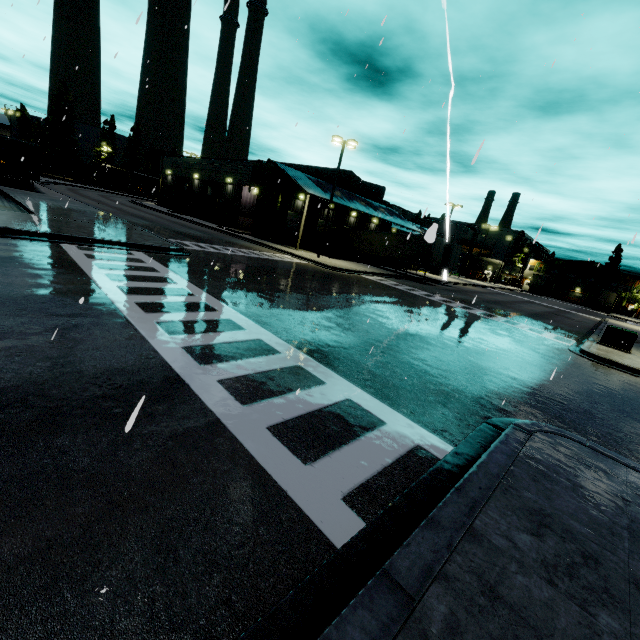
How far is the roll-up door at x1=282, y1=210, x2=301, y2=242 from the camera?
37.1m

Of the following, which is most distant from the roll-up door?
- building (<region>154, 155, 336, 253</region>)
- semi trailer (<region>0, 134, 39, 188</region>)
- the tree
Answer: semi trailer (<region>0, 134, 39, 188</region>)

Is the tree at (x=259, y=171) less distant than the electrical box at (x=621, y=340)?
No

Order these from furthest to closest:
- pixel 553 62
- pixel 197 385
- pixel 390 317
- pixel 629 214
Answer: pixel 390 317 → pixel 629 214 → pixel 553 62 → pixel 197 385

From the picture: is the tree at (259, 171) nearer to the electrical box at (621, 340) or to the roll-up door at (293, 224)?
the roll-up door at (293, 224)

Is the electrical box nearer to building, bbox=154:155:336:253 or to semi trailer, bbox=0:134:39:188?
semi trailer, bbox=0:134:39:188

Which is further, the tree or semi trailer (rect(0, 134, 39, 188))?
the tree

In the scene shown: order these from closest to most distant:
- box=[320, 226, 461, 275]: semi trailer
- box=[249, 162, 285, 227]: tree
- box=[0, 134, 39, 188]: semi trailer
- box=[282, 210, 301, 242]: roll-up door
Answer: box=[0, 134, 39, 188]: semi trailer < box=[320, 226, 461, 275]: semi trailer < box=[249, 162, 285, 227]: tree < box=[282, 210, 301, 242]: roll-up door
